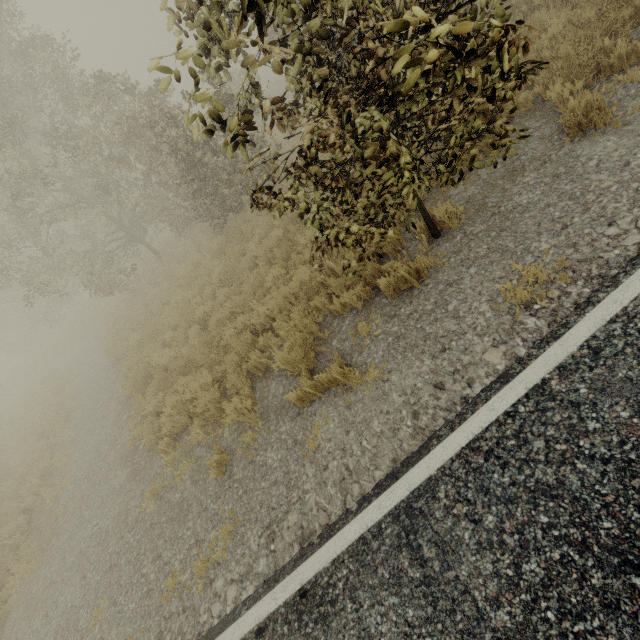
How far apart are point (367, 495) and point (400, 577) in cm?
76

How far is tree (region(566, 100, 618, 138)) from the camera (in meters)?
4.15

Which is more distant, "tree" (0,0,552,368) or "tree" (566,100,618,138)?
"tree" (566,100,618,138)

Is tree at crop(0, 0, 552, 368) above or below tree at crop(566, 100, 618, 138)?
above

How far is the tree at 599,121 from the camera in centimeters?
415cm

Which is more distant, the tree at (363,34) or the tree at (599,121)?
the tree at (599,121)
